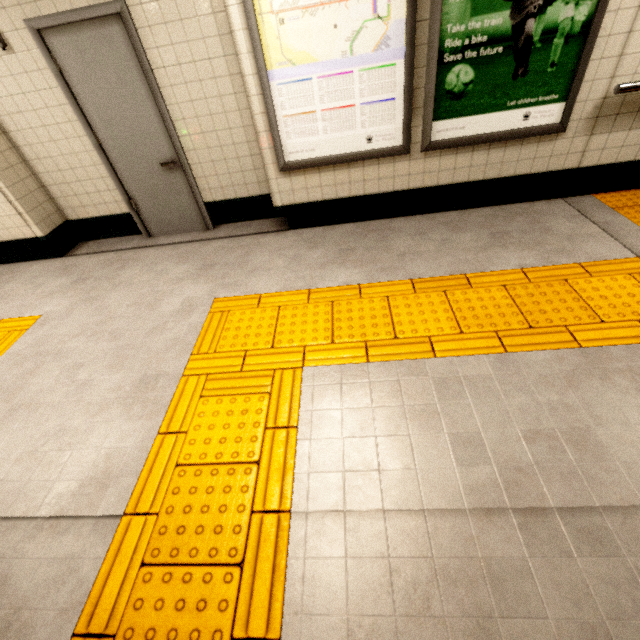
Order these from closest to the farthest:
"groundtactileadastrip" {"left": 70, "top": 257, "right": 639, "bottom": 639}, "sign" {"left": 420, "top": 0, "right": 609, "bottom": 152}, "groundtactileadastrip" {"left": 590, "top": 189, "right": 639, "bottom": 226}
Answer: "groundtactileadastrip" {"left": 70, "top": 257, "right": 639, "bottom": 639} < "sign" {"left": 420, "top": 0, "right": 609, "bottom": 152} < "groundtactileadastrip" {"left": 590, "top": 189, "right": 639, "bottom": 226}

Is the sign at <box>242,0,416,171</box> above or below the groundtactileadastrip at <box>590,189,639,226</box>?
above

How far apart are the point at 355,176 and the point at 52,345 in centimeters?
324cm

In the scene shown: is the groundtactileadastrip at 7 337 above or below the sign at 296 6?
below

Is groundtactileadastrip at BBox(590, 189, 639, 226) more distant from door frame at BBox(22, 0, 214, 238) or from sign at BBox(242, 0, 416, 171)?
door frame at BBox(22, 0, 214, 238)

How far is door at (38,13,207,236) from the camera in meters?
2.9

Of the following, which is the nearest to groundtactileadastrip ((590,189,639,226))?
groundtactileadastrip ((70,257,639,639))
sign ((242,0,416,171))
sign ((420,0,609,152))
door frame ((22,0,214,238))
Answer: groundtactileadastrip ((70,257,639,639))

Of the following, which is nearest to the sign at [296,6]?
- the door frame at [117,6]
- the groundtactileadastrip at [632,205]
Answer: the door frame at [117,6]
